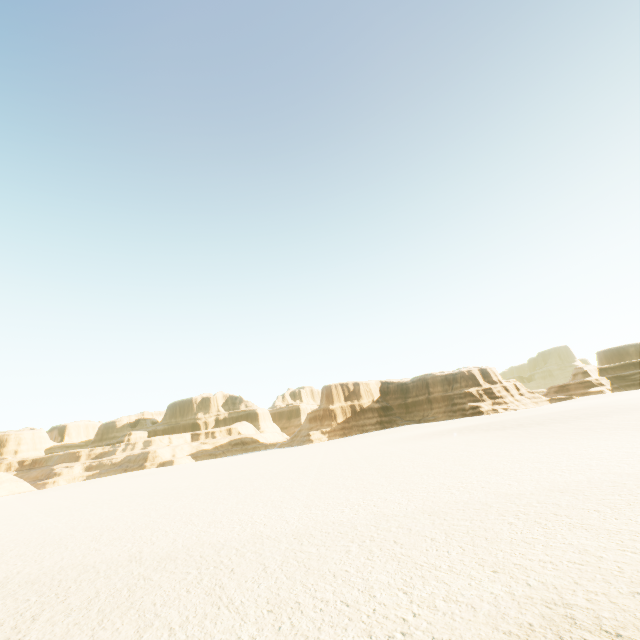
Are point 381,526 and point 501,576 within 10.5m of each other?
yes
